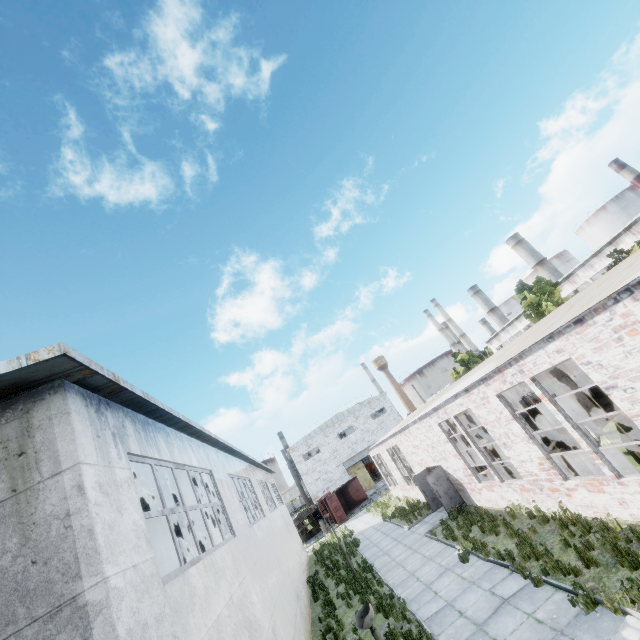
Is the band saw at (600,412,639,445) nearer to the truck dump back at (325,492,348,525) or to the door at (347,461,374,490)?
the truck dump back at (325,492,348,525)

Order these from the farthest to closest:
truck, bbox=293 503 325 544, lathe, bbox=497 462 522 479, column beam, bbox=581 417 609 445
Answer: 1. truck, bbox=293 503 325 544
2. lathe, bbox=497 462 522 479
3. column beam, bbox=581 417 609 445

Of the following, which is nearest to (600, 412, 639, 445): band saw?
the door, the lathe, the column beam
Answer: the column beam

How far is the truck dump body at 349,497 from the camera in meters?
39.9

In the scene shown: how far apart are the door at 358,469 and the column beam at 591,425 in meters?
40.4

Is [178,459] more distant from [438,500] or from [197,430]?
[438,500]

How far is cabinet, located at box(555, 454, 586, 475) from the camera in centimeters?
1033cm

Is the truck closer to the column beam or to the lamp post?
the column beam
